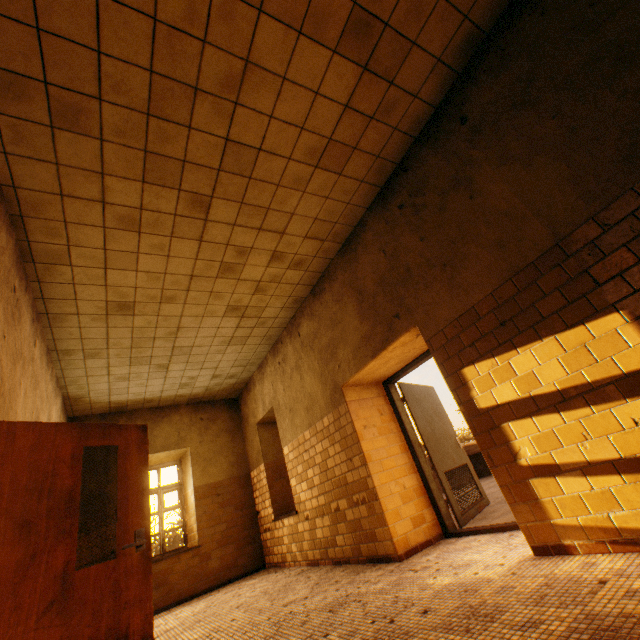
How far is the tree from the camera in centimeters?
1143cm

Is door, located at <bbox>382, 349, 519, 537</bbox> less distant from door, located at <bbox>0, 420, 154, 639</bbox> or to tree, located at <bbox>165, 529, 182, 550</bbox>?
door, located at <bbox>0, 420, 154, 639</bbox>

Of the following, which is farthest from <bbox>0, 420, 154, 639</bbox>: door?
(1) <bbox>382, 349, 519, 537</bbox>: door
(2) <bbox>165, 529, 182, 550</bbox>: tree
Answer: (2) <bbox>165, 529, 182, 550</bbox>: tree

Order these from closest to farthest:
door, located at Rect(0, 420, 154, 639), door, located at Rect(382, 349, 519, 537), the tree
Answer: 1. door, located at Rect(0, 420, 154, 639)
2. door, located at Rect(382, 349, 519, 537)
3. the tree

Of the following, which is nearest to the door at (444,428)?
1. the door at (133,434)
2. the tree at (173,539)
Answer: the door at (133,434)

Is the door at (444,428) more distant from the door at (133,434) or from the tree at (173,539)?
the tree at (173,539)

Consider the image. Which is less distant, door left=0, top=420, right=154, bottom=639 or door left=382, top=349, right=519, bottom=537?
door left=0, top=420, right=154, bottom=639

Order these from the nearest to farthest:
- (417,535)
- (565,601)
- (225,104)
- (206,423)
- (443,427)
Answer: (565,601)
(225,104)
(417,535)
(443,427)
(206,423)
